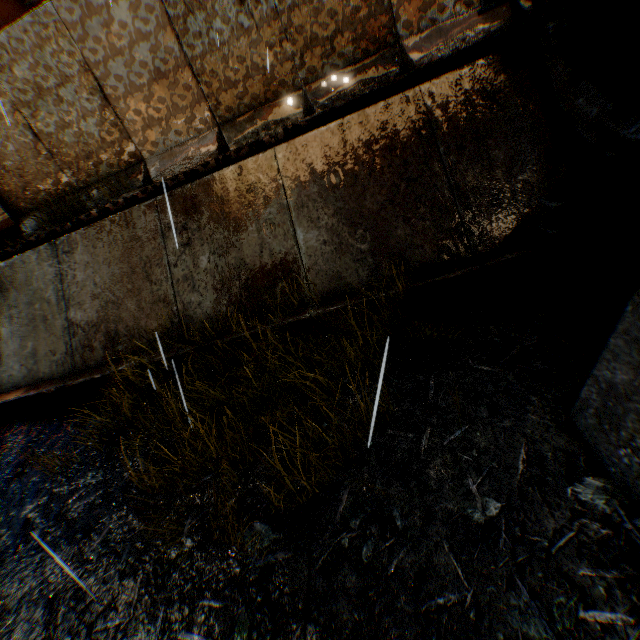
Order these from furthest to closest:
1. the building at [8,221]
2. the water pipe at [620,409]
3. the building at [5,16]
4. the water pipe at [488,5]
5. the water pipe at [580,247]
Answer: the building at [8,221], the building at [5,16], the water pipe at [488,5], the water pipe at [580,247], the water pipe at [620,409]

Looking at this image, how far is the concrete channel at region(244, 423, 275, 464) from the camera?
3.2m

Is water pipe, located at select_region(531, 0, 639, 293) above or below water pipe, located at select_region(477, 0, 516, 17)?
below

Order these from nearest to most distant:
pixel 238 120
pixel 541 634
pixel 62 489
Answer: pixel 541 634 < pixel 62 489 < pixel 238 120

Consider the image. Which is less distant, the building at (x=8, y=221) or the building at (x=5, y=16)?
the building at (x=5, y=16)

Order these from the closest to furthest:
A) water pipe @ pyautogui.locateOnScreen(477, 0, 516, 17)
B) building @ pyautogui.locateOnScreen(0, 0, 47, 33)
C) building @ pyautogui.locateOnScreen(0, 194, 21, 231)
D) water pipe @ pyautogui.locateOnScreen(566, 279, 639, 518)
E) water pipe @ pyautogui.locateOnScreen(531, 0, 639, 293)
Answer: water pipe @ pyautogui.locateOnScreen(566, 279, 639, 518)
water pipe @ pyautogui.locateOnScreen(531, 0, 639, 293)
water pipe @ pyautogui.locateOnScreen(477, 0, 516, 17)
building @ pyautogui.locateOnScreen(0, 0, 47, 33)
building @ pyautogui.locateOnScreen(0, 194, 21, 231)

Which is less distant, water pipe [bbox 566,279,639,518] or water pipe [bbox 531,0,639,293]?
water pipe [bbox 566,279,639,518]
